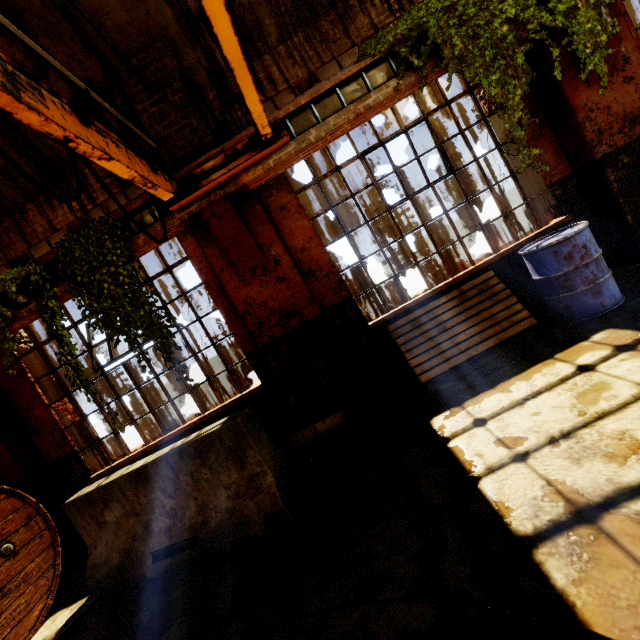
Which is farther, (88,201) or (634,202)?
(88,201)

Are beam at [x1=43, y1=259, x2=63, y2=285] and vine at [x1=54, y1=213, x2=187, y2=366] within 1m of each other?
yes

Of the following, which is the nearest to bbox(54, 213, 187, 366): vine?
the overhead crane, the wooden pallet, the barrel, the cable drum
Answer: the overhead crane

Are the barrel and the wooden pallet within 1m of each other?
yes

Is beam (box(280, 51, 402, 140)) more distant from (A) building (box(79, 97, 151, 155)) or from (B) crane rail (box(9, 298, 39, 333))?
(B) crane rail (box(9, 298, 39, 333))

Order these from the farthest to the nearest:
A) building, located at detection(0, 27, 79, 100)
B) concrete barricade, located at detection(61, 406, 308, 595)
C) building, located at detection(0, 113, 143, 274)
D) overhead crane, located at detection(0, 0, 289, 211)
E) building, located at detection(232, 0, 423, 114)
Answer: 1. building, located at detection(232, 0, 423, 114)
2. building, located at detection(0, 27, 79, 100)
3. concrete barricade, located at detection(61, 406, 308, 595)
4. building, located at detection(0, 113, 143, 274)
5. overhead crane, located at detection(0, 0, 289, 211)

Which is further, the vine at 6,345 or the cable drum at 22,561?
the vine at 6,345

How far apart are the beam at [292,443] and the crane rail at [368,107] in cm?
312
